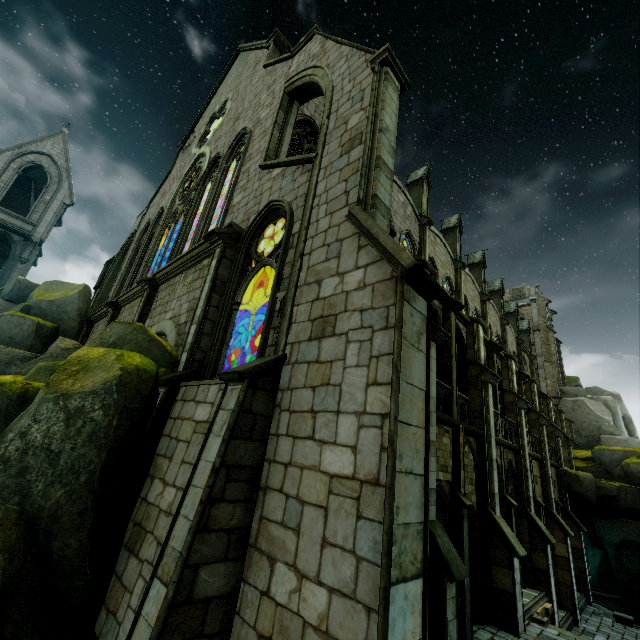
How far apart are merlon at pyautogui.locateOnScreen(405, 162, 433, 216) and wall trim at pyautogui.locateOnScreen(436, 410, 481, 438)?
13.7m

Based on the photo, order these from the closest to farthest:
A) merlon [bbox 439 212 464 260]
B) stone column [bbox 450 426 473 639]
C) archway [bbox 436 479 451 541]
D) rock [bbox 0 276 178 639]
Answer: rock [bbox 0 276 178 639] < stone column [bbox 450 426 473 639] < archway [bbox 436 479 451 541] < merlon [bbox 439 212 464 260]

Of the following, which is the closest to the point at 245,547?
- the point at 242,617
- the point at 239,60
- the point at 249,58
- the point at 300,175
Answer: the point at 242,617

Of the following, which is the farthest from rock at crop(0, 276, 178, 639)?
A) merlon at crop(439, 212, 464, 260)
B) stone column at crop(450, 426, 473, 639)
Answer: merlon at crop(439, 212, 464, 260)

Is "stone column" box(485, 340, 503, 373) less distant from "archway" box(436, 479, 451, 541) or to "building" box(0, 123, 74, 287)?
"building" box(0, 123, 74, 287)

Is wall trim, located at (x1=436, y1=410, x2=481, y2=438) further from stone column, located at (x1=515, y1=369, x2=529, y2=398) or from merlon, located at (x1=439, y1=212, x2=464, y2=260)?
merlon, located at (x1=439, y1=212, x2=464, y2=260)

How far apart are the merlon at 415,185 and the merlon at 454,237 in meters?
4.6 m

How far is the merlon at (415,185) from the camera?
21.77m
